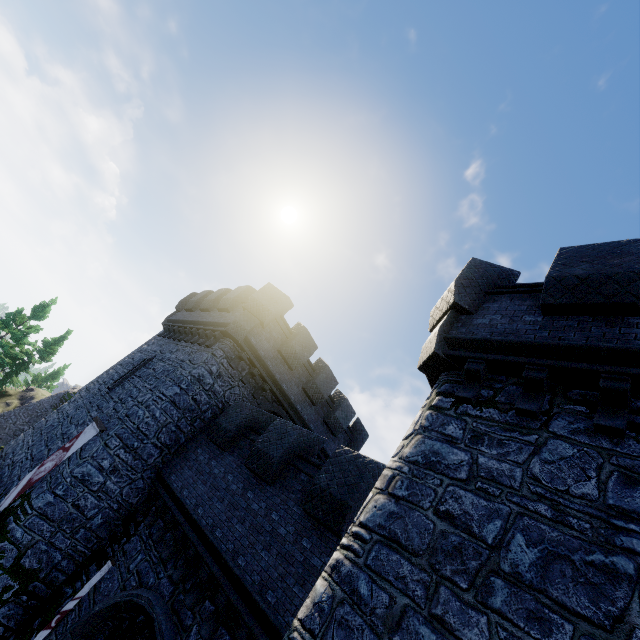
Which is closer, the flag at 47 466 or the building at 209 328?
the building at 209 328

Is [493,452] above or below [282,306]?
below

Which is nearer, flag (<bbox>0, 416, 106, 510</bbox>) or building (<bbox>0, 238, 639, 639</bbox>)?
building (<bbox>0, 238, 639, 639</bbox>)
